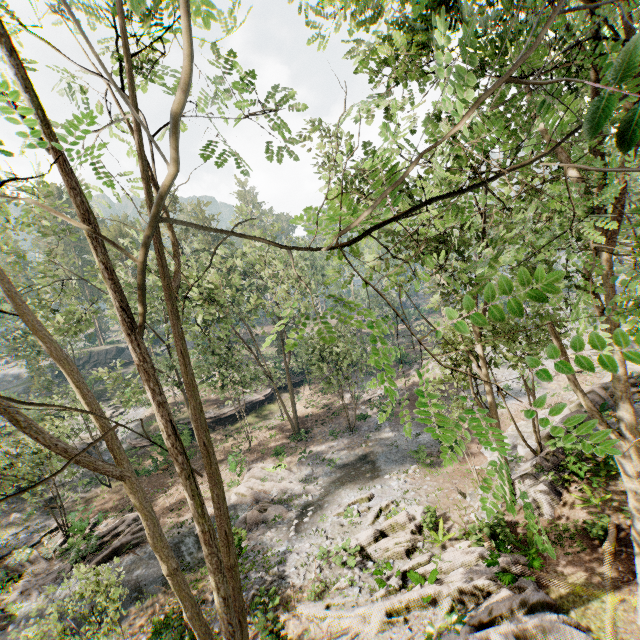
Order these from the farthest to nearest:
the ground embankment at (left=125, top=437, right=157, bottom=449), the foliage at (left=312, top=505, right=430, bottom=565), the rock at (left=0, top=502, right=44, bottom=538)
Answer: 1. the ground embankment at (left=125, top=437, right=157, bottom=449)
2. the rock at (left=0, top=502, right=44, bottom=538)
3. the foliage at (left=312, top=505, right=430, bottom=565)

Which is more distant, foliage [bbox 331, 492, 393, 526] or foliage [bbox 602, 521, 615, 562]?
foliage [bbox 331, 492, 393, 526]

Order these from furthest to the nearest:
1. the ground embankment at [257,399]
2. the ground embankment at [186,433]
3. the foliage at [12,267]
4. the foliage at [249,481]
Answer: the ground embankment at [257,399] → the ground embankment at [186,433] → the foliage at [249,481] → the foliage at [12,267]

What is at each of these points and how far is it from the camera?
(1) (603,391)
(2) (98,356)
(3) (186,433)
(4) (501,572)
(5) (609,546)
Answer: (1) rock, 19.73m
(2) rock, 57.91m
(3) ground embankment, 30.88m
(4) foliage, 11.17m
(5) foliage, 10.73m

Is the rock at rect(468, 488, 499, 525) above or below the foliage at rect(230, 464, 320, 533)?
above

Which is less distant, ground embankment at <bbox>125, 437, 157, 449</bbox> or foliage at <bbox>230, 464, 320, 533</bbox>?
foliage at <bbox>230, 464, 320, 533</bbox>

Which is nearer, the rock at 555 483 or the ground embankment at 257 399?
the rock at 555 483

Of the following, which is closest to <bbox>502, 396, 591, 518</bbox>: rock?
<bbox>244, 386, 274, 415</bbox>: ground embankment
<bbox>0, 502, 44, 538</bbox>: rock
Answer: <bbox>244, 386, 274, 415</bbox>: ground embankment
